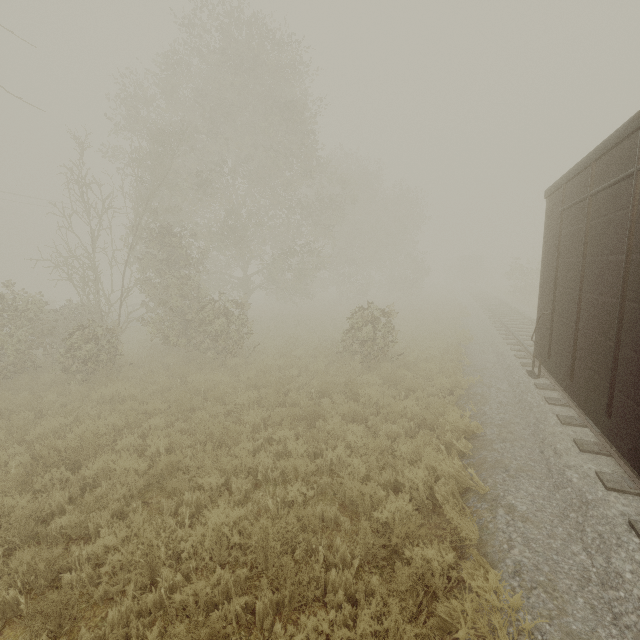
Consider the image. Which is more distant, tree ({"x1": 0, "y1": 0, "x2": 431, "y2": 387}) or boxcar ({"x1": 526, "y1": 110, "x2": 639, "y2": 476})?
tree ({"x1": 0, "y1": 0, "x2": 431, "y2": 387})

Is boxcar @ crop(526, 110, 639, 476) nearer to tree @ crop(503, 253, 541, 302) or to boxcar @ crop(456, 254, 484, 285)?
tree @ crop(503, 253, 541, 302)

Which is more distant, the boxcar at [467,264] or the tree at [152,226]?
the boxcar at [467,264]

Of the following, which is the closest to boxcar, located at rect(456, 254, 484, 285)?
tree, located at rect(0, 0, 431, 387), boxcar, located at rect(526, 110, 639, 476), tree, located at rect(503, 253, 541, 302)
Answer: tree, located at rect(503, 253, 541, 302)

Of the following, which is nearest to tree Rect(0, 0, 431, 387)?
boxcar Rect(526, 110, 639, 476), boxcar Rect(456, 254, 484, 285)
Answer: boxcar Rect(526, 110, 639, 476)

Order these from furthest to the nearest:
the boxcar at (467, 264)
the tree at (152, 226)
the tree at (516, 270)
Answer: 1. the boxcar at (467, 264)
2. the tree at (516, 270)
3. the tree at (152, 226)

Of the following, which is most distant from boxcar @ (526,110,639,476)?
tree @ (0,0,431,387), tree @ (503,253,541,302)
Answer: tree @ (0,0,431,387)

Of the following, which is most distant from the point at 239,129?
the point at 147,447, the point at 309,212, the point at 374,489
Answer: the point at 374,489
